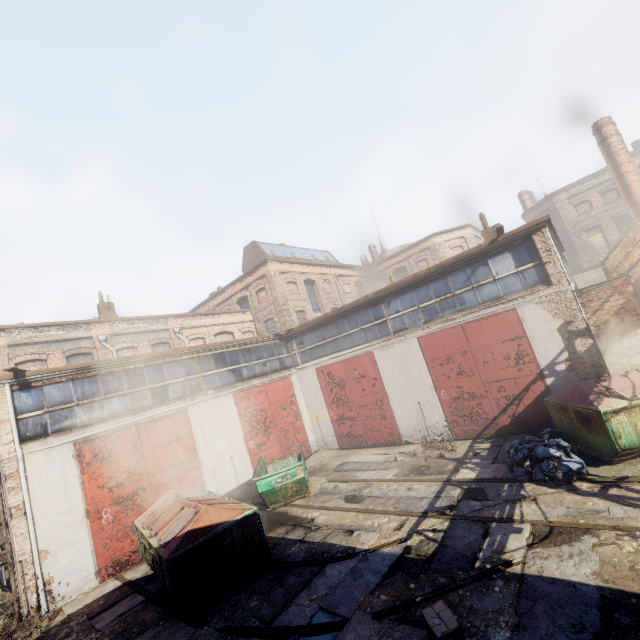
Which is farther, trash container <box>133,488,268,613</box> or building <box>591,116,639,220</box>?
building <box>591,116,639,220</box>

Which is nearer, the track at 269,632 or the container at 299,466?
the track at 269,632

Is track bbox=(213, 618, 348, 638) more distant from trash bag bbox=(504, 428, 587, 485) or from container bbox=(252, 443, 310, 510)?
trash bag bbox=(504, 428, 587, 485)

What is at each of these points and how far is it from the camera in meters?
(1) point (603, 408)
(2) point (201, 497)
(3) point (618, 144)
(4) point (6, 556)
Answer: (1) trash container, 7.7 m
(2) trash container, 9.6 m
(3) building, 18.0 m
(4) scaffolding, 9.7 m

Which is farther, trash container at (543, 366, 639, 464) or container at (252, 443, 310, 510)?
container at (252, 443, 310, 510)

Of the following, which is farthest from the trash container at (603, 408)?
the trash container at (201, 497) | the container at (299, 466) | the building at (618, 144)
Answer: the building at (618, 144)

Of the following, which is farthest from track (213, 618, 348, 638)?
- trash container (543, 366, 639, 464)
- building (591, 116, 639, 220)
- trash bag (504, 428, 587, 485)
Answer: building (591, 116, 639, 220)

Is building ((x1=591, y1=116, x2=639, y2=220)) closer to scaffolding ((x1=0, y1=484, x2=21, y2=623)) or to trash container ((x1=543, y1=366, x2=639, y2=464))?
trash container ((x1=543, y1=366, x2=639, y2=464))
